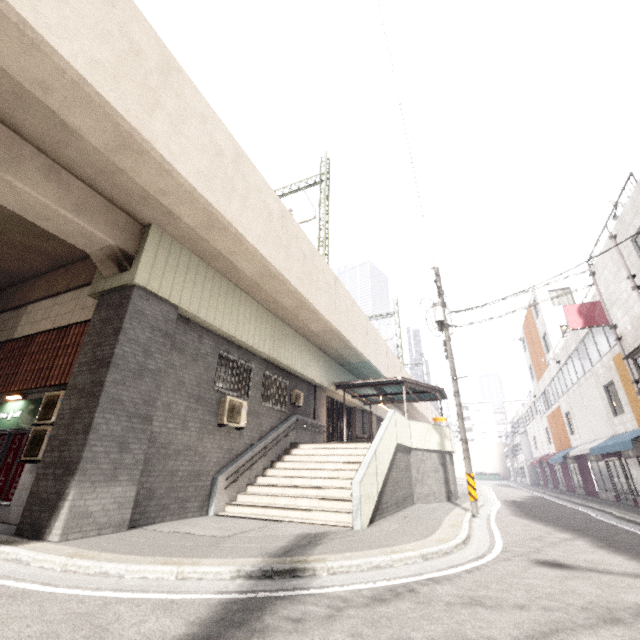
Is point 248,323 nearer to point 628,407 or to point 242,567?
point 242,567

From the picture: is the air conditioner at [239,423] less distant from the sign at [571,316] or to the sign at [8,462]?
the sign at [8,462]

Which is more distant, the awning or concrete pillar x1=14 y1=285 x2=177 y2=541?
the awning

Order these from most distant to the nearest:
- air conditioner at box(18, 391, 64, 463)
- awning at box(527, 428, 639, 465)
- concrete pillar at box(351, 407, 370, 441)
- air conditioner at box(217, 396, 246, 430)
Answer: concrete pillar at box(351, 407, 370, 441)
awning at box(527, 428, 639, 465)
air conditioner at box(217, 396, 246, 430)
air conditioner at box(18, 391, 64, 463)

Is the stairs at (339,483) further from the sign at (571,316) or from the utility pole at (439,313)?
the sign at (571,316)

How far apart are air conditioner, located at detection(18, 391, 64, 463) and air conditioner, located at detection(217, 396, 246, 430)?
3.7 meters

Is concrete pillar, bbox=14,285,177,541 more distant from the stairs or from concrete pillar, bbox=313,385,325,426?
concrete pillar, bbox=313,385,325,426

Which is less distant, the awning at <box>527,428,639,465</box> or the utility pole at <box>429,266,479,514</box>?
the utility pole at <box>429,266,479,514</box>
